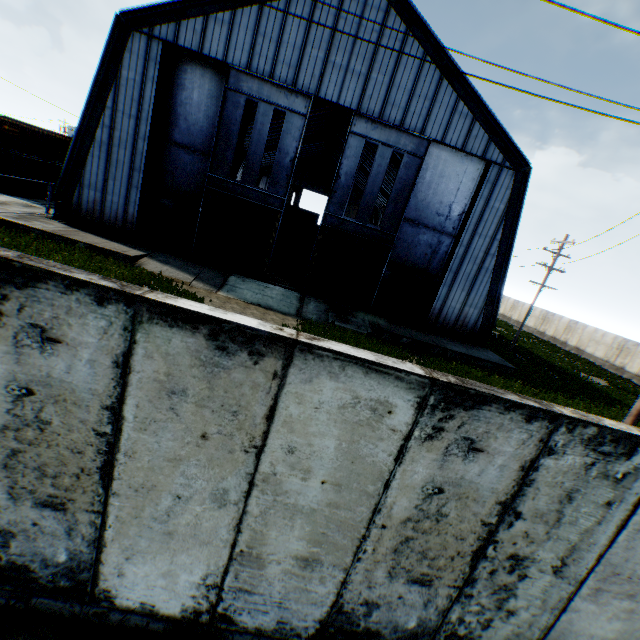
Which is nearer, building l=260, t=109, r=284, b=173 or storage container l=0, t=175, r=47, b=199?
storage container l=0, t=175, r=47, b=199

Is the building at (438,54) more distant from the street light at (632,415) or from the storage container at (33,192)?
the street light at (632,415)

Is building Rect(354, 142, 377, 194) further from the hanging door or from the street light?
the street light

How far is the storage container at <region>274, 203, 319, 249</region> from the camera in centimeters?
4269cm

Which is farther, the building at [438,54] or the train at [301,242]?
the train at [301,242]

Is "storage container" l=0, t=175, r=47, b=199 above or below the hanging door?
below

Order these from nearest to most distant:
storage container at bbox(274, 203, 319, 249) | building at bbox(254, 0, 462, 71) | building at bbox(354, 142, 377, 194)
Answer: building at bbox(254, 0, 462, 71), building at bbox(354, 142, 377, 194), storage container at bbox(274, 203, 319, 249)

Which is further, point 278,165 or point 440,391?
point 278,165
